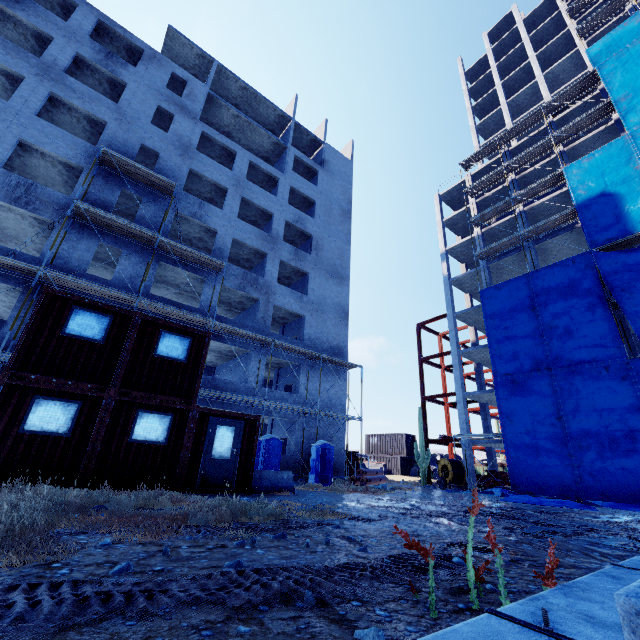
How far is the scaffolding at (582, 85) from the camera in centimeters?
2592cm

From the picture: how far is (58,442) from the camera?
8.4m

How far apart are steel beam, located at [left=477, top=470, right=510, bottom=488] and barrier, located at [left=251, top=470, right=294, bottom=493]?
20.44m

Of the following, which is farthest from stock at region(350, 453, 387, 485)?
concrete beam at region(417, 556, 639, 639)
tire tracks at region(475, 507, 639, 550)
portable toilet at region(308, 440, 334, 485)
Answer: concrete beam at region(417, 556, 639, 639)

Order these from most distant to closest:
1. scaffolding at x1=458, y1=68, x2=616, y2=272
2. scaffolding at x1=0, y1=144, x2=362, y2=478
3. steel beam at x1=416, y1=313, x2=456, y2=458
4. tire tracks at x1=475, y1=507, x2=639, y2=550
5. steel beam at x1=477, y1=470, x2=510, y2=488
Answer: steel beam at x1=416, y1=313, x2=456, y2=458
scaffolding at x1=458, y1=68, x2=616, y2=272
steel beam at x1=477, y1=470, x2=510, y2=488
scaffolding at x1=0, y1=144, x2=362, y2=478
tire tracks at x1=475, y1=507, x2=639, y2=550

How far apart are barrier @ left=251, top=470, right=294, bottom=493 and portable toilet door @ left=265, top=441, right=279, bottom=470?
4.4 meters

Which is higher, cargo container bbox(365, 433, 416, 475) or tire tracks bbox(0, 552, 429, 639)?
cargo container bbox(365, 433, 416, 475)

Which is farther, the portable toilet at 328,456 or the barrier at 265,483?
the portable toilet at 328,456
